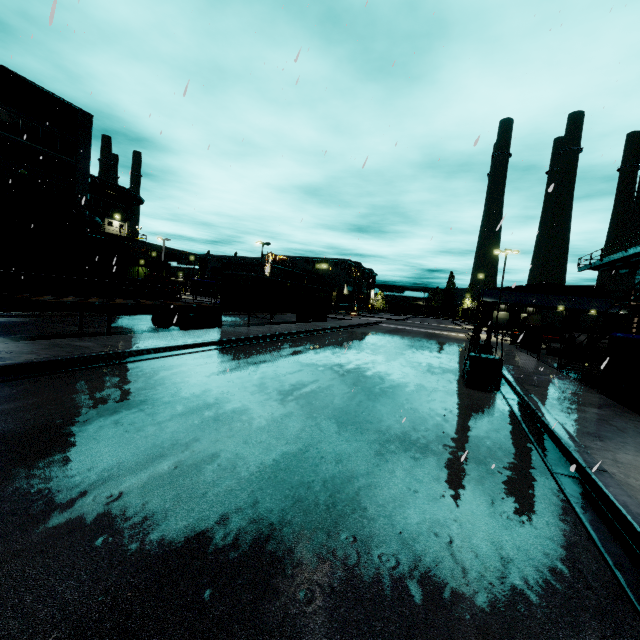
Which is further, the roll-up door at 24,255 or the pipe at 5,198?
the roll-up door at 24,255

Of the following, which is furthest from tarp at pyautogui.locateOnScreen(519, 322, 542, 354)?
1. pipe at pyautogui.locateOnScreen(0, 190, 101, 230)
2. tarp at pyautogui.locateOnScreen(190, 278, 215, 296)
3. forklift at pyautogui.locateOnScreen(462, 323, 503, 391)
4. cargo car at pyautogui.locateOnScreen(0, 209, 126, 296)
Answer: pipe at pyautogui.locateOnScreen(0, 190, 101, 230)

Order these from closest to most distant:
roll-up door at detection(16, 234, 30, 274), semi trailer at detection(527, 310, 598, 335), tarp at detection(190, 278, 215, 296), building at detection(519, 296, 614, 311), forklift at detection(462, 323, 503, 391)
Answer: forklift at detection(462, 323, 503, 391) < roll-up door at detection(16, 234, 30, 274) < tarp at detection(190, 278, 215, 296) < semi trailer at detection(527, 310, 598, 335) < building at detection(519, 296, 614, 311)

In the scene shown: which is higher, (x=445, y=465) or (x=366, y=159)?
(x=366, y=159)

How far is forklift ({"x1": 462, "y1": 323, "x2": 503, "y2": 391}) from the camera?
10.7 meters

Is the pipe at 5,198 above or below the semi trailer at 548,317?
above

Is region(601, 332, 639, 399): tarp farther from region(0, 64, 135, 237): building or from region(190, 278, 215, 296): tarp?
region(190, 278, 215, 296): tarp

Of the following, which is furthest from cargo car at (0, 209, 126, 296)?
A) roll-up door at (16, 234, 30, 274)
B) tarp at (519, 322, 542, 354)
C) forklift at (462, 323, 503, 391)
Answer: forklift at (462, 323, 503, 391)
